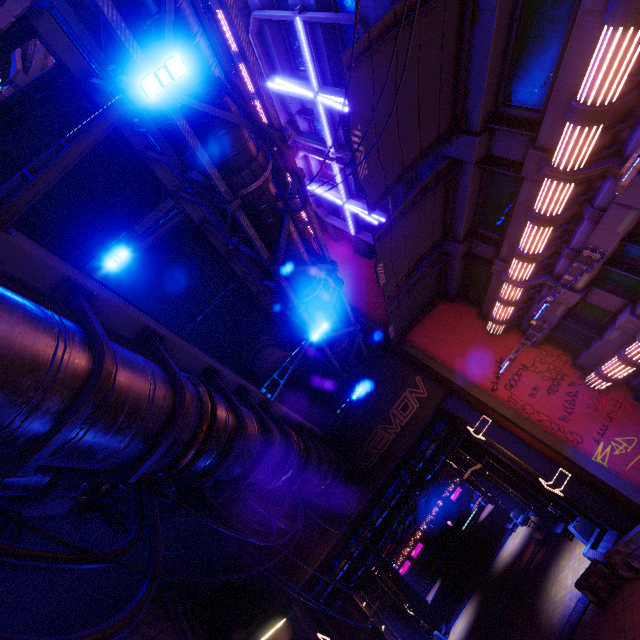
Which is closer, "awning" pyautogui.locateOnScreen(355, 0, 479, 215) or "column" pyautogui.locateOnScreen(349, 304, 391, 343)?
"awning" pyautogui.locateOnScreen(355, 0, 479, 215)

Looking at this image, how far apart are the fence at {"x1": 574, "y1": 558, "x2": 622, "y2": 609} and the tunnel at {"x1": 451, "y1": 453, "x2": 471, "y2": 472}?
16.99m

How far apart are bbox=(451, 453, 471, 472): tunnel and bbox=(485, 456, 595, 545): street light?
13.16m

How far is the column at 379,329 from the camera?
18.5m

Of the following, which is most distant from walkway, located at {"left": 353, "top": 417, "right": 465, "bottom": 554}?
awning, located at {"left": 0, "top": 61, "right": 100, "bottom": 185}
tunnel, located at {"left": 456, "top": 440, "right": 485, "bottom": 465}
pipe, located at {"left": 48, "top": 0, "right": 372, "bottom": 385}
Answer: awning, located at {"left": 0, "top": 61, "right": 100, "bottom": 185}

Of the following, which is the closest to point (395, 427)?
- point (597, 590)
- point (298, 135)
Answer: point (597, 590)

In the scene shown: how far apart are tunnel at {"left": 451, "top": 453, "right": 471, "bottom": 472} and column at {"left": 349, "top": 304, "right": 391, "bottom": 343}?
18.95m

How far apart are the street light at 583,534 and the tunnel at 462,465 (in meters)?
13.16
